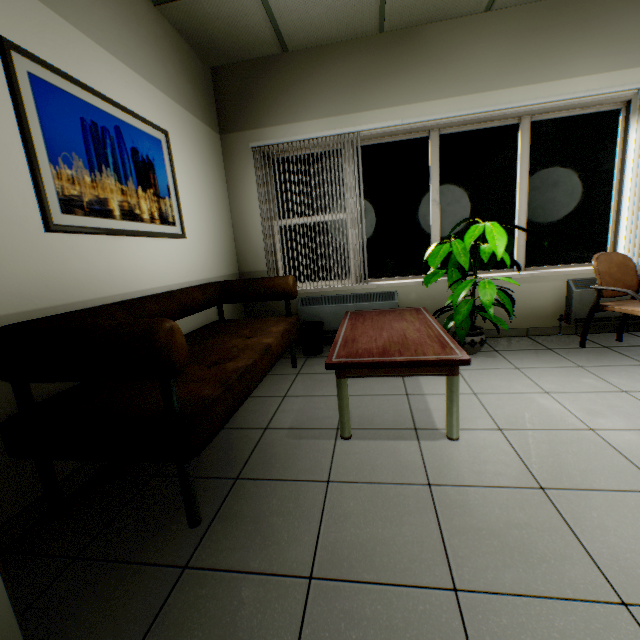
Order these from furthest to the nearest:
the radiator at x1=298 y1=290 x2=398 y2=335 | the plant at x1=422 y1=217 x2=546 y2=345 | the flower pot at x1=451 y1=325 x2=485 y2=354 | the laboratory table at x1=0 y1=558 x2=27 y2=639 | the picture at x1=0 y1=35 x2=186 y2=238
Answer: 1. the radiator at x1=298 y1=290 x2=398 y2=335
2. the flower pot at x1=451 y1=325 x2=485 y2=354
3. the plant at x1=422 y1=217 x2=546 y2=345
4. the picture at x1=0 y1=35 x2=186 y2=238
5. the laboratory table at x1=0 y1=558 x2=27 y2=639

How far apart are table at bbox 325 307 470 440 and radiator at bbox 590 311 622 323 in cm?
169

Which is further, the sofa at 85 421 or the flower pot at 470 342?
the flower pot at 470 342

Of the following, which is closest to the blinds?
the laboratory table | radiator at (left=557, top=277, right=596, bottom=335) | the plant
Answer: radiator at (left=557, top=277, right=596, bottom=335)

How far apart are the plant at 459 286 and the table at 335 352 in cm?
22

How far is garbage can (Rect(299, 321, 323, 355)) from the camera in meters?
3.6

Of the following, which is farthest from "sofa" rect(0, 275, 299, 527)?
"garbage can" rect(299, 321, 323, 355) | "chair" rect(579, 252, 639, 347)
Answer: "chair" rect(579, 252, 639, 347)

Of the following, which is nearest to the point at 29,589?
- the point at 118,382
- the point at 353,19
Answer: Result: the point at 118,382
